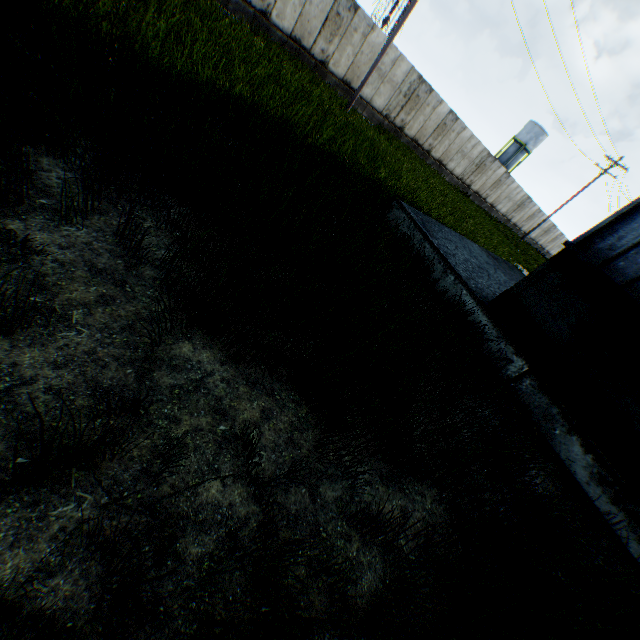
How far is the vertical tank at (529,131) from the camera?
53.1 meters

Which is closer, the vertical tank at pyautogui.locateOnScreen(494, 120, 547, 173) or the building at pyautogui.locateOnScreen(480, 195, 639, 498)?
the building at pyautogui.locateOnScreen(480, 195, 639, 498)

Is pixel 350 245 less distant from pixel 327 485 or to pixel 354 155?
pixel 327 485

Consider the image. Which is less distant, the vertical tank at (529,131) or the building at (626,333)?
the building at (626,333)

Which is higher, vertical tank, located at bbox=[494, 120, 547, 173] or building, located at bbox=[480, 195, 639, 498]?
vertical tank, located at bbox=[494, 120, 547, 173]

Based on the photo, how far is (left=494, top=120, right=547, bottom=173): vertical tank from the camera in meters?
53.1
